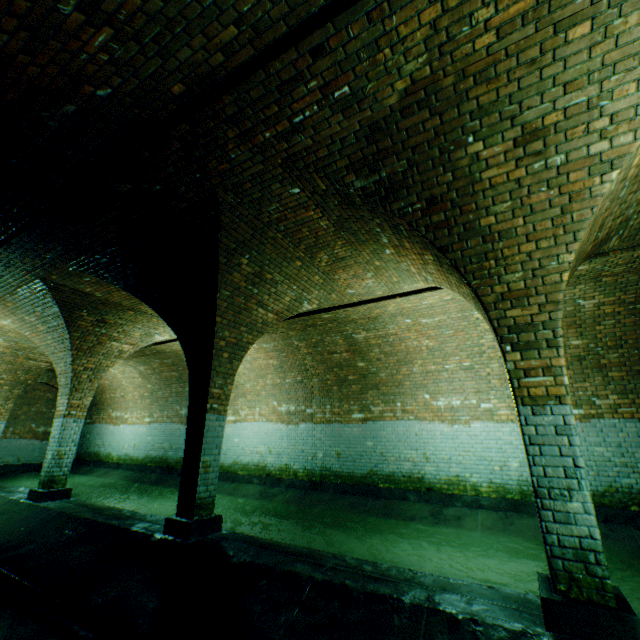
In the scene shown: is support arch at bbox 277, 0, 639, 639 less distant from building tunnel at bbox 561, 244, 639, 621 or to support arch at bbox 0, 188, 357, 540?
building tunnel at bbox 561, 244, 639, 621

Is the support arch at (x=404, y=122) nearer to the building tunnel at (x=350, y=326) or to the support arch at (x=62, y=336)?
the building tunnel at (x=350, y=326)

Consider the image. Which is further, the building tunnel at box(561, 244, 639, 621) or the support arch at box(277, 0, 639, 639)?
the building tunnel at box(561, 244, 639, 621)

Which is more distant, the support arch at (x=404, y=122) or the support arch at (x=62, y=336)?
the support arch at (x=62, y=336)

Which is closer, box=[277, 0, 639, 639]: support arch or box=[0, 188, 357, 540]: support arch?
box=[277, 0, 639, 639]: support arch

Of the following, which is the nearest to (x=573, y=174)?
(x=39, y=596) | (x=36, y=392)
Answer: (x=39, y=596)

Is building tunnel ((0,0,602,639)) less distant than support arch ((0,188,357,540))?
Yes
